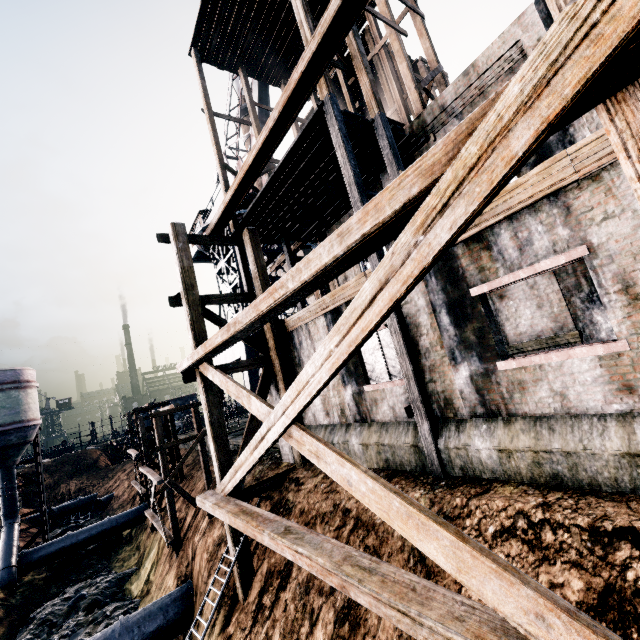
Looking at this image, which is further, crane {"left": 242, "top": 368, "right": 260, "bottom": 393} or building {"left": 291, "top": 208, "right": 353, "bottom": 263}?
crane {"left": 242, "top": 368, "right": 260, "bottom": 393}

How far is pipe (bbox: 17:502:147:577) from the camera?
25.6m

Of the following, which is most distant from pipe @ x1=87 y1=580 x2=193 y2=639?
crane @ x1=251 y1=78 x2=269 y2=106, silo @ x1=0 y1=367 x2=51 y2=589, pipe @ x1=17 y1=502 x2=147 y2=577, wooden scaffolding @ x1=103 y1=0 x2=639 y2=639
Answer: crane @ x1=251 y1=78 x2=269 y2=106

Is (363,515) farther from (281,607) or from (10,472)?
(10,472)

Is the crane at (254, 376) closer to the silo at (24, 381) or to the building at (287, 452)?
the building at (287, 452)

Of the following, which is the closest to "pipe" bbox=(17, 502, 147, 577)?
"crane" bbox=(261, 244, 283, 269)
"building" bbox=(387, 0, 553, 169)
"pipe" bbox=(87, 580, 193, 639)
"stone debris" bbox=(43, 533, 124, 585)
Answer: "stone debris" bbox=(43, 533, 124, 585)

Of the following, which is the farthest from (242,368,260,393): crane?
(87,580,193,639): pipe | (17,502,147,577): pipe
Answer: (17,502,147,577): pipe

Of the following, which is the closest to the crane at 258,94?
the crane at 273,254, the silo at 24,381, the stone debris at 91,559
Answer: the crane at 273,254
